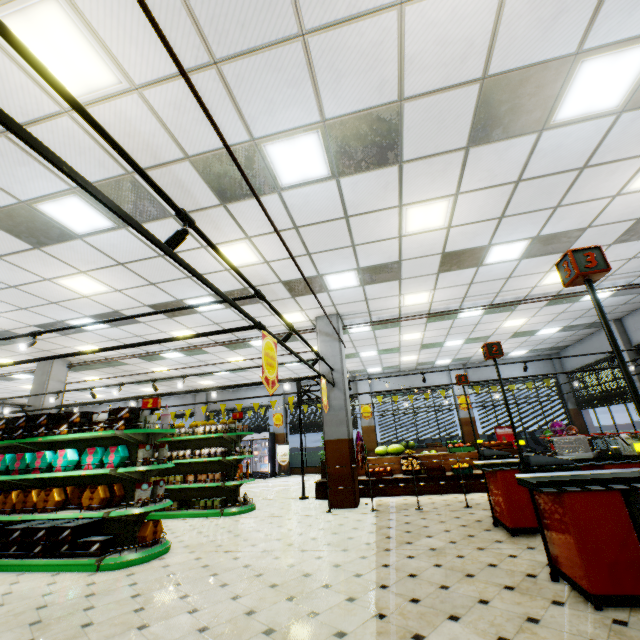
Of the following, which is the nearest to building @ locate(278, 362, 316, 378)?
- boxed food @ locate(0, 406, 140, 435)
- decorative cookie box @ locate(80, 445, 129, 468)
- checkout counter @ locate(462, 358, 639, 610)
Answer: checkout counter @ locate(462, 358, 639, 610)

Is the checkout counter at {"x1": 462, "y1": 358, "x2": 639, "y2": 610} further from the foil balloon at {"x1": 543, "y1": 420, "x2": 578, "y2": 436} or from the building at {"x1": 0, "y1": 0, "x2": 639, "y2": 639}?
the foil balloon at {"x1": 543, "y1": 420, "x2": 578, "y2": 436}

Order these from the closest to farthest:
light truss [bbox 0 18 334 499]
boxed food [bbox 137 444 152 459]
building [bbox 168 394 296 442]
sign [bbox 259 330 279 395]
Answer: light truss [bbox 0 18 334 499] < sign [bbox 259 330 279 395] < boxed food [bbox 137 444 152 459] < building [bbox 168 394 296 442]

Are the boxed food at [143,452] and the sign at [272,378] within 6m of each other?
Answer: yes

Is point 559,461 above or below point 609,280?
below

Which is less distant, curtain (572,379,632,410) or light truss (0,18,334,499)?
light truss (0,18,334,499)

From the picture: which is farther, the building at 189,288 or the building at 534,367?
the building at 534,367

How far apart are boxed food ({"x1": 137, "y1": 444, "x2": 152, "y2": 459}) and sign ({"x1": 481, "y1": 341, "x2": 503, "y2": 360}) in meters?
5.5 m
